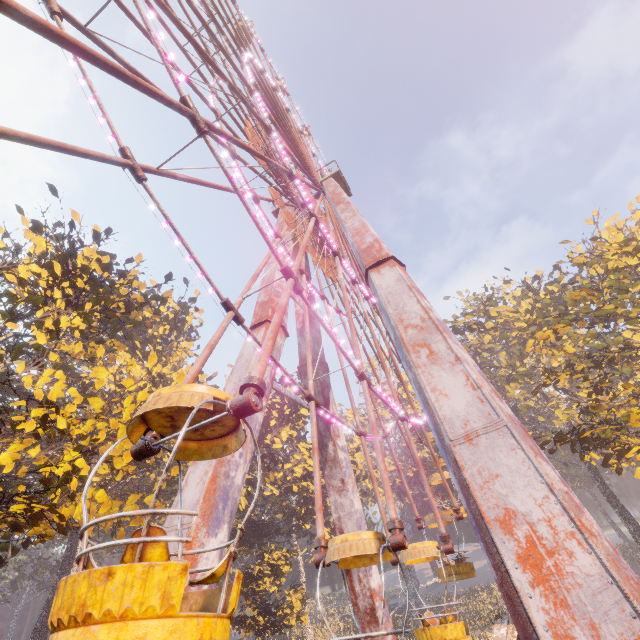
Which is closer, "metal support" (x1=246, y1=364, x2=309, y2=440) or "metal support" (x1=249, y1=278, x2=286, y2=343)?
"metal support" (x1=246, y1=364, x2=309, y2=440)

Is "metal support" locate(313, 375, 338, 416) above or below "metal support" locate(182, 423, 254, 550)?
above

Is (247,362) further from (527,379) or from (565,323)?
(527,379)

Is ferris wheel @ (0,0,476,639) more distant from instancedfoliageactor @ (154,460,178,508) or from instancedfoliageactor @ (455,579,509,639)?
instancedfoliageactor @ (455,579,509,639)

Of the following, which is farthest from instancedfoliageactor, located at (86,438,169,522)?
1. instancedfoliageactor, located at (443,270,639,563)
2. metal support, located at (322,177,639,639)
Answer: instancedfoliageactor, located at (443,270,639,563)

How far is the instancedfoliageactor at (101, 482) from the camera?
10.1m
